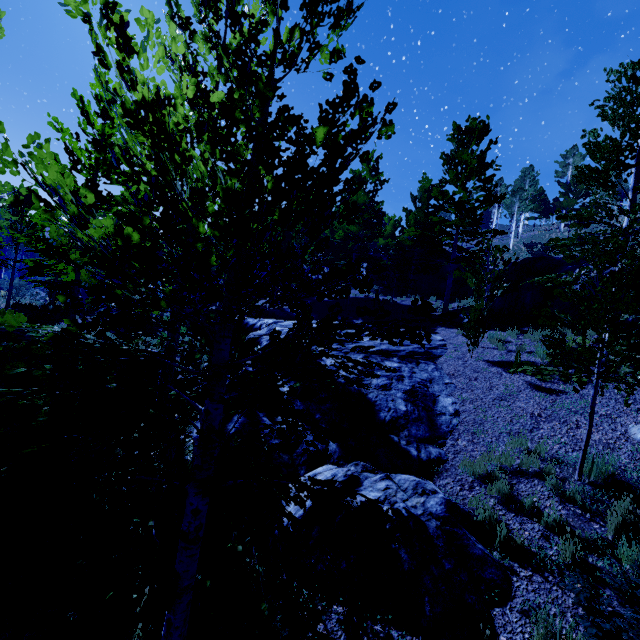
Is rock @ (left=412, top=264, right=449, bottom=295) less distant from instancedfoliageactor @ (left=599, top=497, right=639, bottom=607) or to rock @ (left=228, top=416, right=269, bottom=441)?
instancedfoliageactor @ (left=599, top=497, right=639, bottom=607)

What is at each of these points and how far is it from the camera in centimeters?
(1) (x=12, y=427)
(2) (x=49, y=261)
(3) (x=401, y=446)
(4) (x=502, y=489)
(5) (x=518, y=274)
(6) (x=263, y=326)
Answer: (1) rock, 667cm
(2) instancedfoliageactor, 1491cm
(3) rock, 725cm
(4) instancedfoliageactor, 609cm
(5) rock, 1505cm
(6) rock, 1719cm

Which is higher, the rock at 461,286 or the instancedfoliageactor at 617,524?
the rock at 461,286

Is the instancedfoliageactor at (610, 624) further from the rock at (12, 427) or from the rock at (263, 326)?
the rock at (263, 326)

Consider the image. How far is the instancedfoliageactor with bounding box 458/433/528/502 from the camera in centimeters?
610cm

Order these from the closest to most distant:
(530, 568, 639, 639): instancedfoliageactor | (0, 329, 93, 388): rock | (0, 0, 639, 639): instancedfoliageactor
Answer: (0, 0, 639, 639): instancedfoliageactor, (530, 568, 639, 639): instancedfoliageactor, (0, 329, 93, 388): rock

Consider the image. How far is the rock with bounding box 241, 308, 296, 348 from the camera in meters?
14.0
